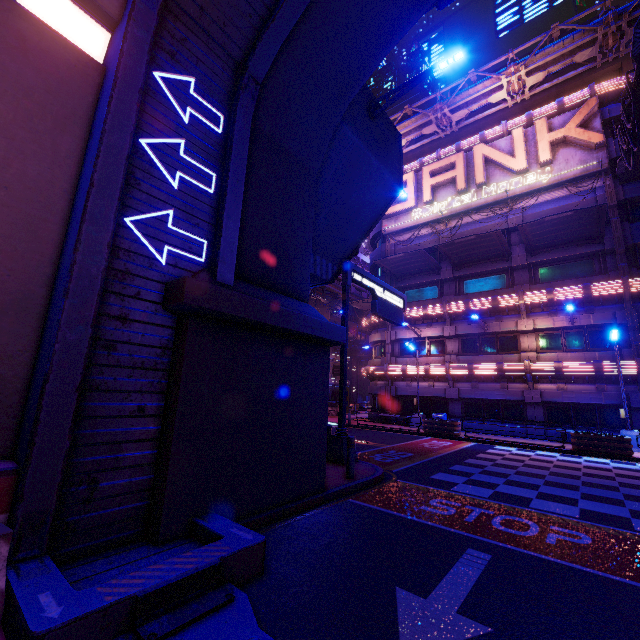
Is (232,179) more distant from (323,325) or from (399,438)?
(399,438)

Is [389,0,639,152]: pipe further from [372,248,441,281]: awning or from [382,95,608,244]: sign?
[372,248,441,281]: awning

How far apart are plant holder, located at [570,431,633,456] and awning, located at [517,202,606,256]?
11.50m

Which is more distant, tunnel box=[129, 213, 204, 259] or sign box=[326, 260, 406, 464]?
sign box=[326, 260, 406, 464]

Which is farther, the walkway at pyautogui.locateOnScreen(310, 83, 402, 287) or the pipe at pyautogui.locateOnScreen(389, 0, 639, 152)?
the pipe at pyautogui.locateOnScreen(389, 0, 639, 152)

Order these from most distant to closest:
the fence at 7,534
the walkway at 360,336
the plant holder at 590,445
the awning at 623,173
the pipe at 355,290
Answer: the walkway at 360,336
the pipe at 355,290
the awning at 623,173
the plant holder at 590,445
the fence at 7,534

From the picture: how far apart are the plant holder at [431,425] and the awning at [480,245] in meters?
11.5 m

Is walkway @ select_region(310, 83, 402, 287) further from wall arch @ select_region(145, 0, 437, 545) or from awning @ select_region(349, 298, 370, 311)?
awning @ select_region(349, 298, 370, 311)
